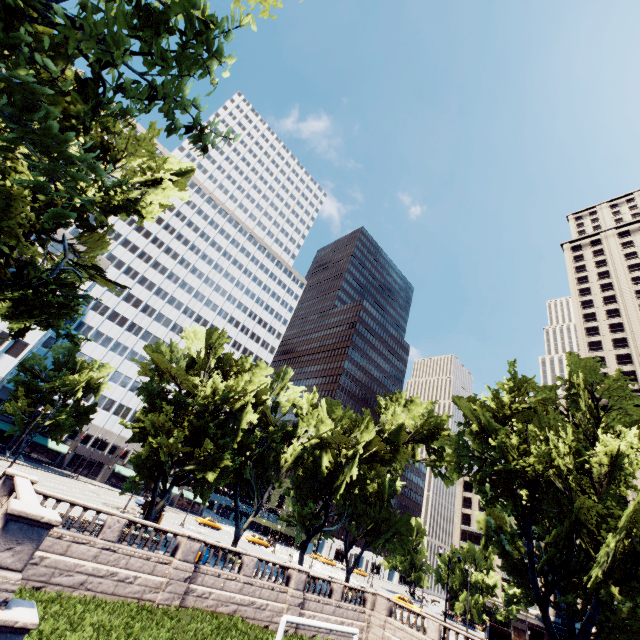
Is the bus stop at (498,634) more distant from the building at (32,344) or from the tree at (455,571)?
the building at (32,344)

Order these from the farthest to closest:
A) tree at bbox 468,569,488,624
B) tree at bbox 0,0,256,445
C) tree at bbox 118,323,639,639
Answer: tree at bbox 468,569,488,624, tree at bbox 118,323,639,639, tree at bbox 0,0,256,445

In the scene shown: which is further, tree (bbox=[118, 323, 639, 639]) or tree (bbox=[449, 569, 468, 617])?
tree (bbox=[449, 569, 468, 617])

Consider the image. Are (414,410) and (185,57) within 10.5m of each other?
no

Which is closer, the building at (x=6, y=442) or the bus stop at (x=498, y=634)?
the bus stop at (x=498, y=634)

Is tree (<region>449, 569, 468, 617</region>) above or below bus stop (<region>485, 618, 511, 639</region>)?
above

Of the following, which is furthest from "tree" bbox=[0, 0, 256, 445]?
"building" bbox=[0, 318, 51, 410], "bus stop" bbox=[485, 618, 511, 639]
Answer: "bus stop" bbox=[485, 618, 511, 639]

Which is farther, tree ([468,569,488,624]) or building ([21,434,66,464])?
building ([21,434,66,464])
